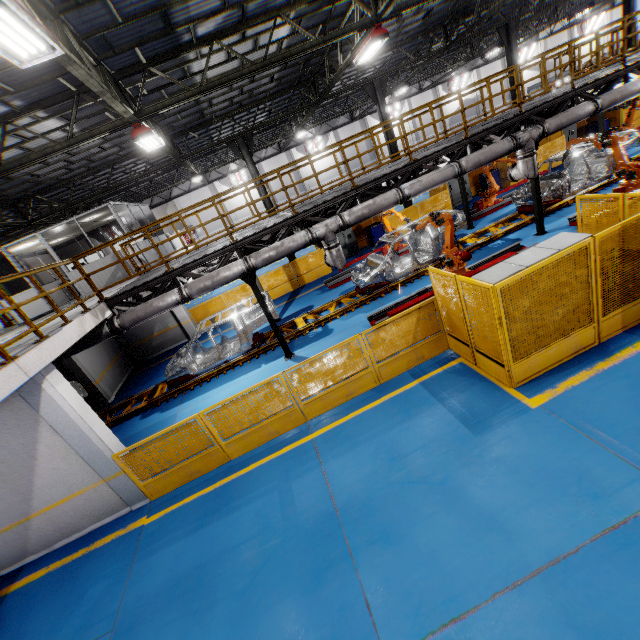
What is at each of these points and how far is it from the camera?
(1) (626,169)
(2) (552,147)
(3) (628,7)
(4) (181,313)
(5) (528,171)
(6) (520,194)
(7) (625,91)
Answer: (1) robot arm, 10.95m
(2) metal panel, 19.02m
(3) metal pole, 18.42m
(4) cement column, 16.44m
(5) vent pipe, 10.31m
(6) chassis, 14.08m
(7) vent pipe, 10.19m

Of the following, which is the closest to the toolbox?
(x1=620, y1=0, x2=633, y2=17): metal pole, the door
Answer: the door

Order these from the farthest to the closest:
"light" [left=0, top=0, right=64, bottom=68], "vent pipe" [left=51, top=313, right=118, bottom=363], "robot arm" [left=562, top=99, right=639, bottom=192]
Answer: "robot arm" [left=562, top=99, right=639, bottom=192], "vent pipe" [left=51, top=313, right=118, bottom=363], "light" [left=0, top=0, right=64, bottom=68]

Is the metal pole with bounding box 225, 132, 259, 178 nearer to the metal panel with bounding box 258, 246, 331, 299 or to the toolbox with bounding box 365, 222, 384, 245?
the metal panel with bounding box 258, 246, 331, 299

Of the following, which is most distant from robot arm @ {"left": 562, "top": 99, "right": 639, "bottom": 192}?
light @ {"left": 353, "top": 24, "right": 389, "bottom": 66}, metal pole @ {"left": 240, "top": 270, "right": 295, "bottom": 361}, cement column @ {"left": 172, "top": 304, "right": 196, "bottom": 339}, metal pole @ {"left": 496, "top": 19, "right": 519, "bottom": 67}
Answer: cement column @ {"left": 172, "top": 304, "right": 196, "bottom": 339}

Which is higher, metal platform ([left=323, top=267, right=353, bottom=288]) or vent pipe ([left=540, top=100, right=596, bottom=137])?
vent pipe ([left=540, top=100, right=596, bottom=137])

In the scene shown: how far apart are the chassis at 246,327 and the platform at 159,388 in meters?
0.0

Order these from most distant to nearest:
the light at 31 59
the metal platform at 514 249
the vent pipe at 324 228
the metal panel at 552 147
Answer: the metal panel at 552 147
the metal platform at 514 249
the vent pipe at 324 228
the light at 31 59
